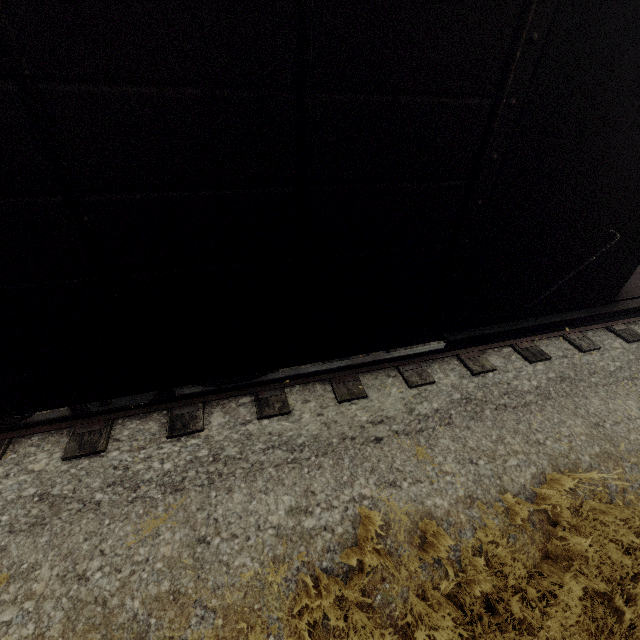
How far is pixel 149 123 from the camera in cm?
170
